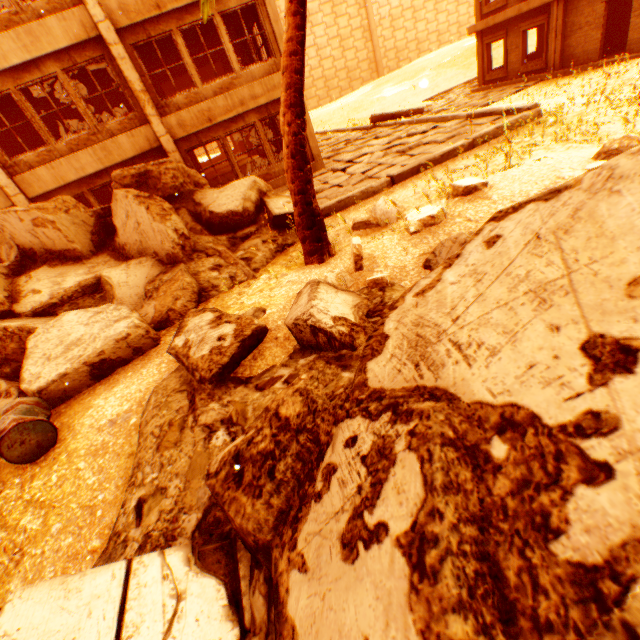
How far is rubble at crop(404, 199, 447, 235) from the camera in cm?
493

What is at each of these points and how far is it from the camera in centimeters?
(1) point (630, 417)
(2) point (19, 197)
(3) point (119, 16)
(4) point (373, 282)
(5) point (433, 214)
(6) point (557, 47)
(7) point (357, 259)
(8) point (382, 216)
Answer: (1) rock pile, 102cm
(2) pillar, 1027cm
(3) wall corner piece, 928cm
(4) rubble, 416cm
(5) rubble, 491cm
(6) concrete pillar, 1514cm
(7) rubble, 468cm
(8) rubble, 675cm

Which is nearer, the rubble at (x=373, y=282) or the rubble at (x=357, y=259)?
the rubble at (x=373, y=282)

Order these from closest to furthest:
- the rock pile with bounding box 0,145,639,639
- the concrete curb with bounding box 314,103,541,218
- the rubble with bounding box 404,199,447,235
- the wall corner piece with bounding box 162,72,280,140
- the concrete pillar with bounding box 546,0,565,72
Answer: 1. the rock pile with bounding box 0,145,639,639
2. the rubble with bounding box 404,199,447,235
3. the concrete curb with bounding box 314,103,541,218
4. the wall corner piece with bounding box 162,72,280,140
5. the concrete pillar with bounding box 546,0,565,72

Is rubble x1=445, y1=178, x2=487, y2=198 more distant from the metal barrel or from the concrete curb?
the metal barrel

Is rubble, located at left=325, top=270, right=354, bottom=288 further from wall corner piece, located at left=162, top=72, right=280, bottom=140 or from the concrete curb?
wall corner piece, located at left=162, top=72, right=280, bottom=140

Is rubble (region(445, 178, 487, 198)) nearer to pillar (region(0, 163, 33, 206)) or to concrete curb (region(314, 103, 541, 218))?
concrete curb (region(314, 103, 541, 218))

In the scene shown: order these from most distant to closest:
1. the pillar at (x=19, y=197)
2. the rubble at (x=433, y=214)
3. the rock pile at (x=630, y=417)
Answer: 1. the pillar at (x=19, y=197)
2. the rubble at (x=433, y=214)
3. the rock pile at (x=630, y=417)
